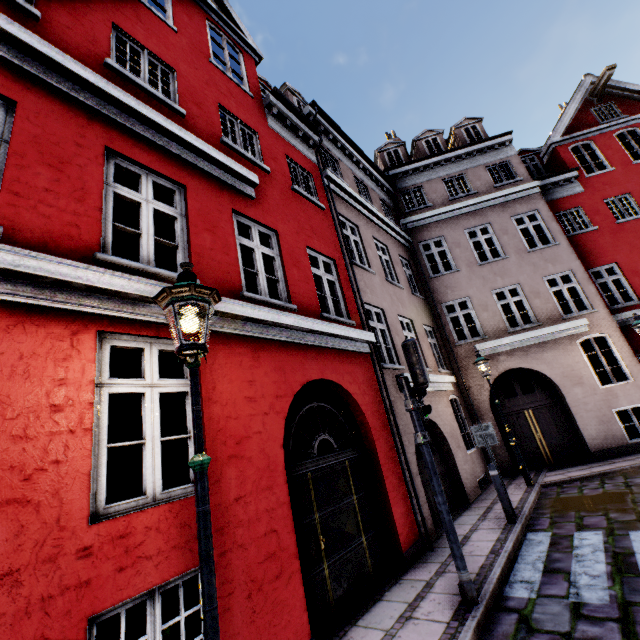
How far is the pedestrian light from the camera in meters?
4.7 m

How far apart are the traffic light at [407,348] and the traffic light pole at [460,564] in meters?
0.5

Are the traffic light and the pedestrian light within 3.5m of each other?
yes

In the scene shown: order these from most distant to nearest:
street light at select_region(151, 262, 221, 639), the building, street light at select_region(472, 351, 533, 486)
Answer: street light at select_region(472, 351, 533, 486) → the building → street light at select_region(151, 262, 221, 639)

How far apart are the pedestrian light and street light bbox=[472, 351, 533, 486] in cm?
588

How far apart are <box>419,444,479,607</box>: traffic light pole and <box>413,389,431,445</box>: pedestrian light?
0.0m

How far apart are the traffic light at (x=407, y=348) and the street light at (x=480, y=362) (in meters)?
6.02

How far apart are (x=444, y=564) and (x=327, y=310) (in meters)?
5.11
